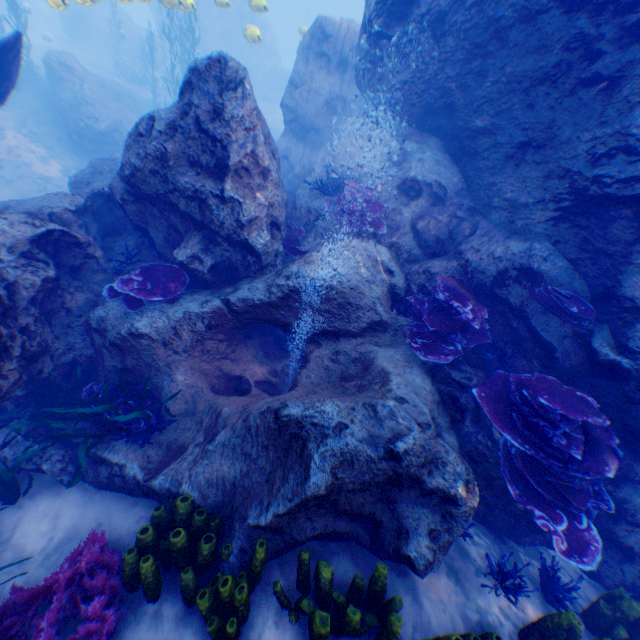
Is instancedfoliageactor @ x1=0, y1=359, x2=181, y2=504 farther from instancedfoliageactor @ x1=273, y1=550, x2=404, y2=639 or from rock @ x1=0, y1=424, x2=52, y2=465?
instancedfoliageactor @ x1=273, y1=550, x2=404, y2=639

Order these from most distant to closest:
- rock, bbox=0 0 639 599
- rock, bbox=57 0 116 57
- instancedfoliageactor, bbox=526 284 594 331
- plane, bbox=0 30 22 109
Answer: rock, bbox=57 0 116 57 → plane, bbox=0 30 22 109 → instancedfoliageactor, bbox=526 284 594 331 → rock, bbox=0 0 639 599

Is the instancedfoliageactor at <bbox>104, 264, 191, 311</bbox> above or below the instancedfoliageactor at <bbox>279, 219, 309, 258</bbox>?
below

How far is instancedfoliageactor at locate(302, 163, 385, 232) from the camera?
6.2 meters

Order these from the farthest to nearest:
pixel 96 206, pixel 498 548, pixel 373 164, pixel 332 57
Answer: pixel 332 57
pixel 373 164
pixel 96 206
pixel 498 548

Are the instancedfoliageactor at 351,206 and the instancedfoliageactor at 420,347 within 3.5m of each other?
yes

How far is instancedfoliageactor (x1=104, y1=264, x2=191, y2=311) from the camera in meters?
5.2

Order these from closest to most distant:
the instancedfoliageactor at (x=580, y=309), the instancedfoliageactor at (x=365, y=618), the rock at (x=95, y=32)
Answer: the instancedfoliageactor at (x=365, y=618) < the instancedfoliageactor at (x=580, y=309) < the rock at (x=95, y=32)
